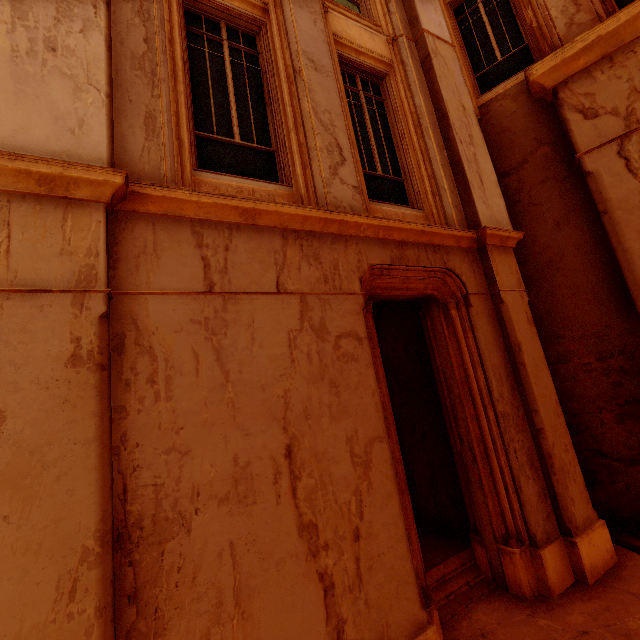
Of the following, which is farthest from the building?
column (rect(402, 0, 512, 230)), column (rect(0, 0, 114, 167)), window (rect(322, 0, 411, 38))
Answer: window (rect(322, 0, 411, 38))

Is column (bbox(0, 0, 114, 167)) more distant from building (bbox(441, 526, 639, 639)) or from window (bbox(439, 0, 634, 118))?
building (bbox(441, 526, 639, 639))

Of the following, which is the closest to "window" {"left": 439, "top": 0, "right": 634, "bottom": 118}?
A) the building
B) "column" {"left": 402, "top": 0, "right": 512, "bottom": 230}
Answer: "column" {"left": 402, "top": 0, "right": 512, "bottom": 230}

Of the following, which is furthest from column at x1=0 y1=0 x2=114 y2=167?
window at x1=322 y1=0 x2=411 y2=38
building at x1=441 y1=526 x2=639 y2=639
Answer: building at x1=441 y1=526 x2=639 y2=639

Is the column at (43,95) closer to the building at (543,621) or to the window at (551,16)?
the window at (551,16)

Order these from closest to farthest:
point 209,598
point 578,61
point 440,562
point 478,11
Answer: point 209,598 < point 440,562 < point 578,61 < point 478,11

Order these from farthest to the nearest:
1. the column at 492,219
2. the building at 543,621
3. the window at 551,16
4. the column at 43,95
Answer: the window at 551,16 → the column at 492,219 → the building at 543,621 → the column at 43,95
